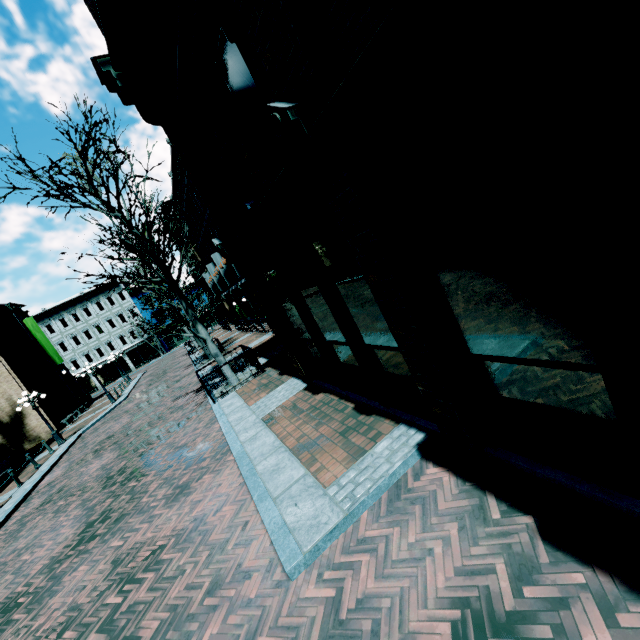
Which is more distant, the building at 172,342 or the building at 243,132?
the building at 172,342

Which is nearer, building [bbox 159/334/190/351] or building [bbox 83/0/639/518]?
building [bbox 83/0/639/518]

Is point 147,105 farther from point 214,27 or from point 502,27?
point 502,27

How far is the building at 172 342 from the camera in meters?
50.9 m

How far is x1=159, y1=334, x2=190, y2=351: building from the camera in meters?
50.9
